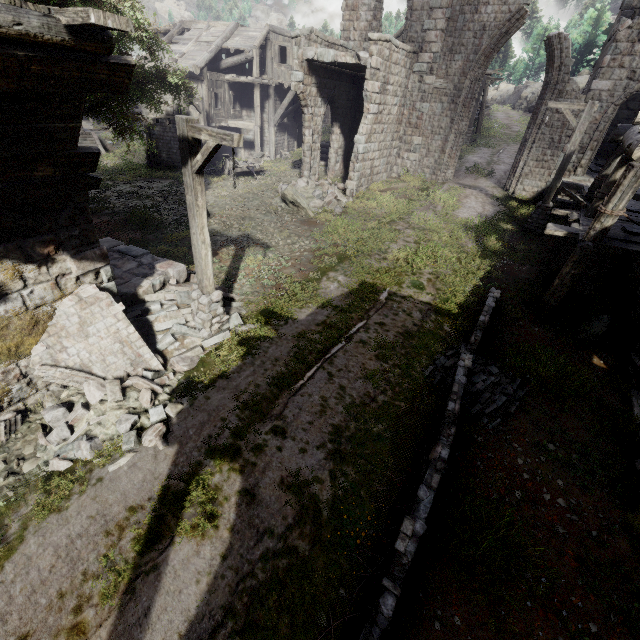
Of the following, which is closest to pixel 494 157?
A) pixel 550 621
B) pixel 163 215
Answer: pixel 163 215

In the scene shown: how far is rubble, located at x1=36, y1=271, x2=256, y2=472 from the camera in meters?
5.7

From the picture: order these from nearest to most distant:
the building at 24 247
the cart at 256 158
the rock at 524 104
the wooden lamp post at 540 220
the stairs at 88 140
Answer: the building at 24 247 < the wooden lamp post at 540 220 < the cart at 256 158 < the stairs at 88 140 < the rock at 524 104

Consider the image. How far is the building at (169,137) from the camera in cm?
2231

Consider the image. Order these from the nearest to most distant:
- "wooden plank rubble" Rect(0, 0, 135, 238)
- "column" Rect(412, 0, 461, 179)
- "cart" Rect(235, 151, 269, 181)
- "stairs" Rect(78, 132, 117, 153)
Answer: "wooden plank rubble" Rect(0, 0, 135, 238), "column" Rect(412, 0, 461, 179), "cart" Rect(235, 151, 269, 181), "stairs" Rect(78, 132, 117, 153)

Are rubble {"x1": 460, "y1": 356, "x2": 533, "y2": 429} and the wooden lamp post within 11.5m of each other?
yes

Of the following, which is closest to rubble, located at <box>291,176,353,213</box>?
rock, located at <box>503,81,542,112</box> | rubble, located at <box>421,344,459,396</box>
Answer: rubble, located at <box>421,344,459,396</box>

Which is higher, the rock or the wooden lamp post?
the rock
